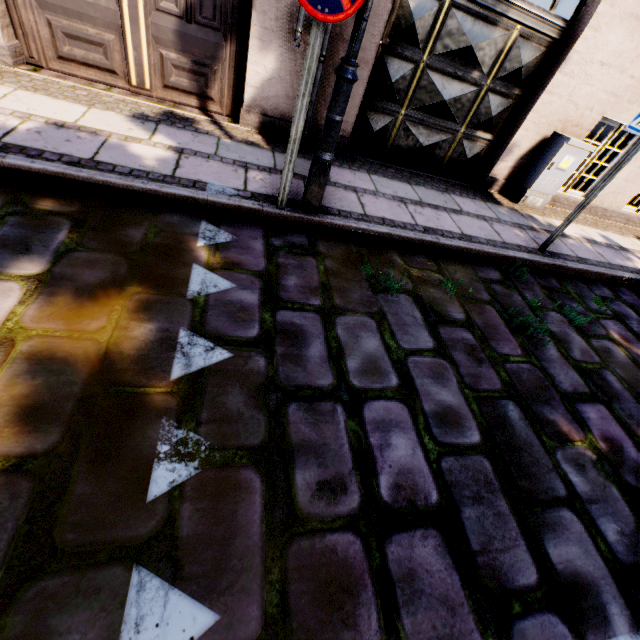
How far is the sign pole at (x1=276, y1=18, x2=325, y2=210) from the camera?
2.2 meters

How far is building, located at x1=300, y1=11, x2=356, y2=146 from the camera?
3.7 meters

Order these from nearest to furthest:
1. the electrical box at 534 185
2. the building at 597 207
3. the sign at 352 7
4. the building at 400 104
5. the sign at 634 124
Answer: the sign at 352 7 < the sign at 634 124 < the building at 400 104 < the electrical box at 534 185 < the building at 597 207

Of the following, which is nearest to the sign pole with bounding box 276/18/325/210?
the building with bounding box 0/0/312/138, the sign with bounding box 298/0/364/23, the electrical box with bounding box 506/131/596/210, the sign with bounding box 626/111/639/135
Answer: the sign with bounding box 298/0/364/23

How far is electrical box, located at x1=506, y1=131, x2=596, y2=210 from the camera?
4.8 meters

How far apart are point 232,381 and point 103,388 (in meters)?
0.65

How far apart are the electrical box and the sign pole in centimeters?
437cm

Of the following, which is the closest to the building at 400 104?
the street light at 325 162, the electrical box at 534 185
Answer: the street light at 325 162
